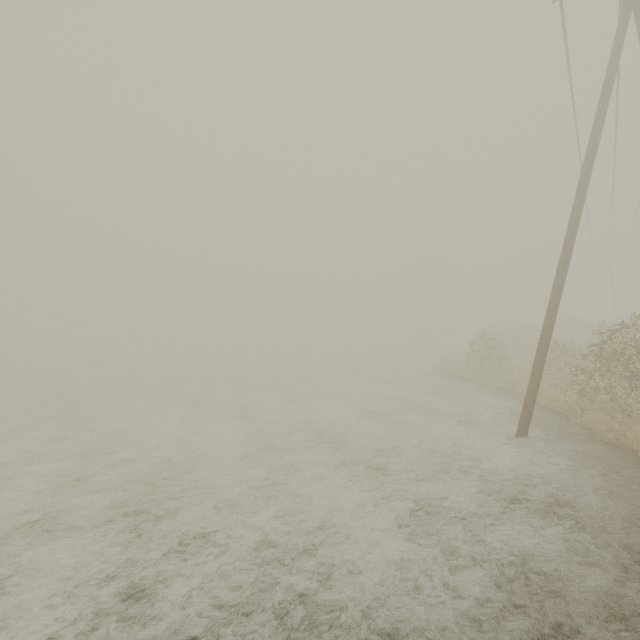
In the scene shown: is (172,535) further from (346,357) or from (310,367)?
(346,357)
